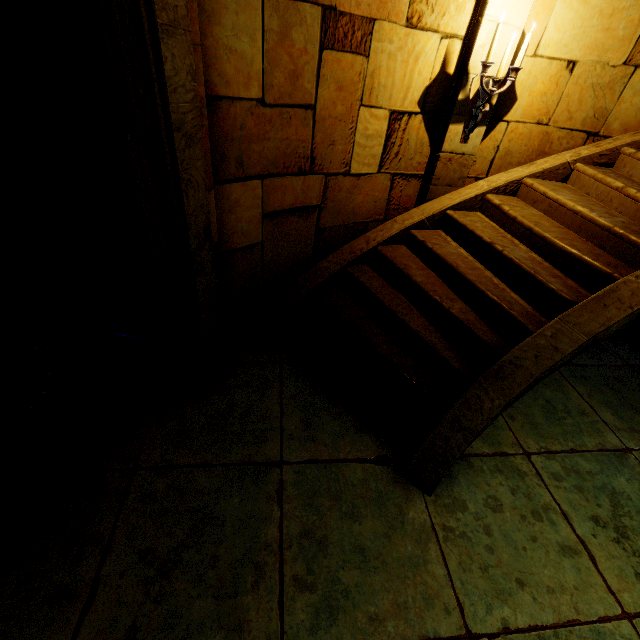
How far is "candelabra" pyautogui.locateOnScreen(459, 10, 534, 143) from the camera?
3.01m

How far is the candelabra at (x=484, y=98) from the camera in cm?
301

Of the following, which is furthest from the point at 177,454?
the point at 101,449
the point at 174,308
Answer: the point at 174,308
